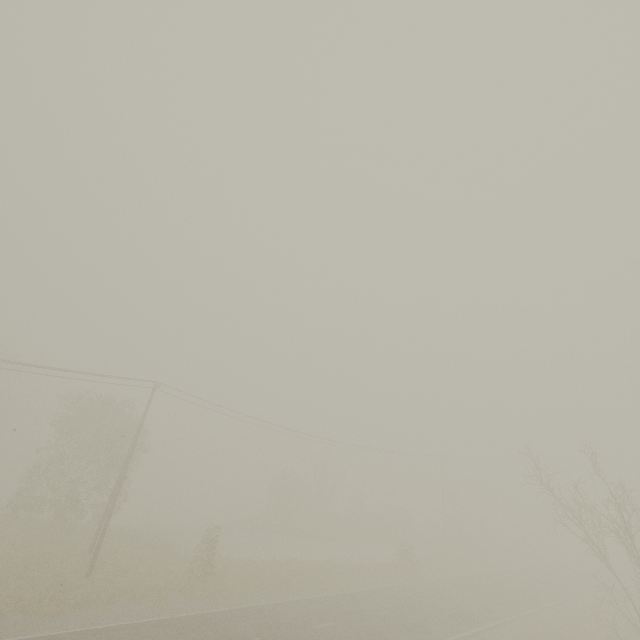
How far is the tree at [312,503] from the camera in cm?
4256

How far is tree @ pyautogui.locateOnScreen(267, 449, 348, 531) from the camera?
42.6 meters

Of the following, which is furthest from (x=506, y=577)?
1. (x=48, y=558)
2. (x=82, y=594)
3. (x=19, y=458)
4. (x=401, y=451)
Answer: (x=19, y=458)
